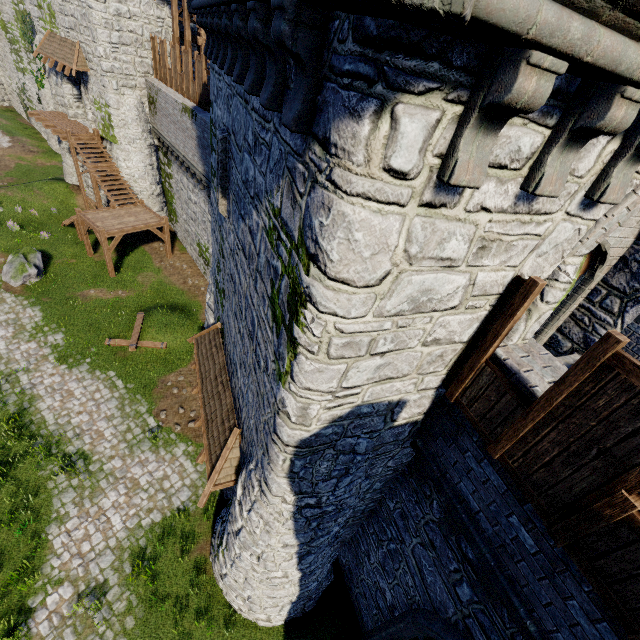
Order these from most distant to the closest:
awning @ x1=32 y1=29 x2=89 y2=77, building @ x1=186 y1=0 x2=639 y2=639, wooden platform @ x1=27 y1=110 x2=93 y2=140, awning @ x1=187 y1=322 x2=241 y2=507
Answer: wooden platform @ x1=27 y1=110 x2=93 y2=140 < awning @ x1=32 y1=29 x2=89 y2=77 < awning @ x1=187 y1=322 x2=241 y2=507 < building @ x1=186 y1=0 x2=639 y2=639

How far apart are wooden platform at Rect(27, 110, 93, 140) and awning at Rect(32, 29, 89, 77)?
3.09m

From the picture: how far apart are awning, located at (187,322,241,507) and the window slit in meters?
4.1

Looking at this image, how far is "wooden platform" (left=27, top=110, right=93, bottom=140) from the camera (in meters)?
21.77

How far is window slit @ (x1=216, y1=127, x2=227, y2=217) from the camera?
7.1 meters

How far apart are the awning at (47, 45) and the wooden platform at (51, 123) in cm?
309

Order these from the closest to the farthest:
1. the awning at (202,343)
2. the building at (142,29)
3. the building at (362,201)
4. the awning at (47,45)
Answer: the building at (362,201), the awning at (202,343), the building at (142,29), the awning at (47,45)

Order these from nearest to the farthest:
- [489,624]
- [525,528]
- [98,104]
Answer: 1. [525,528]
2. [489,624]
3. [98,104]
